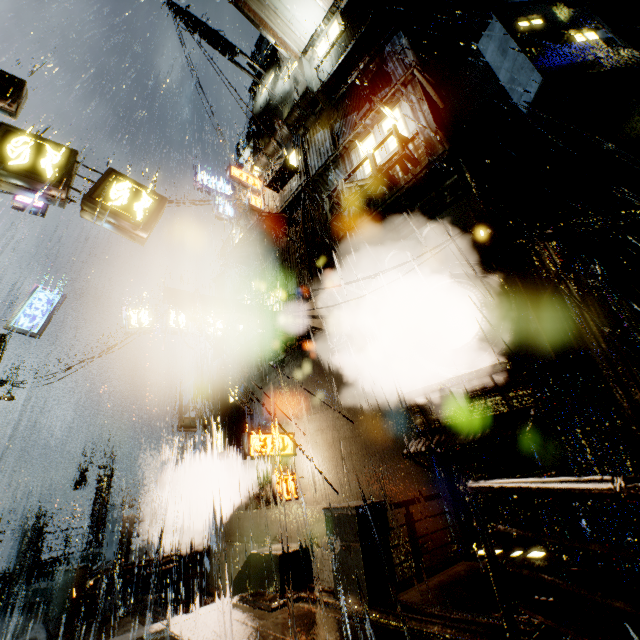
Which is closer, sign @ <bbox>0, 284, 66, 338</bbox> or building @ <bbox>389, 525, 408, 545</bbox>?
building @ <bbox>389, 525, 408, 545</bbox>

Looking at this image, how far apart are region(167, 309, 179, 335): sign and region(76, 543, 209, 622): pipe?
9.8 meters

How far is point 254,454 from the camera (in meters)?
10.30

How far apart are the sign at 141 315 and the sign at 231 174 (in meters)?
6.68

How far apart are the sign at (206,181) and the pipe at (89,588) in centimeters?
2048cm

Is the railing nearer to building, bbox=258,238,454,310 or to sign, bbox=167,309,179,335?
building, bbox=258,238,454,310

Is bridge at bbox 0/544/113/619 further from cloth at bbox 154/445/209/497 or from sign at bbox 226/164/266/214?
sign at bbox 226/164/266/214

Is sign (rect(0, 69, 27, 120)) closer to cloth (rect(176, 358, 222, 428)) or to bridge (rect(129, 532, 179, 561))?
cloth (rect(176, 358, 222, 428))
